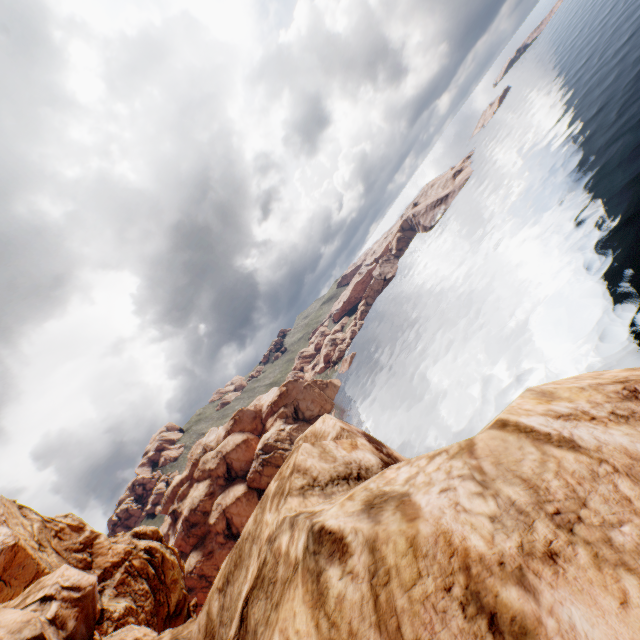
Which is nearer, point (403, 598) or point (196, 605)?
point (403, 598)
